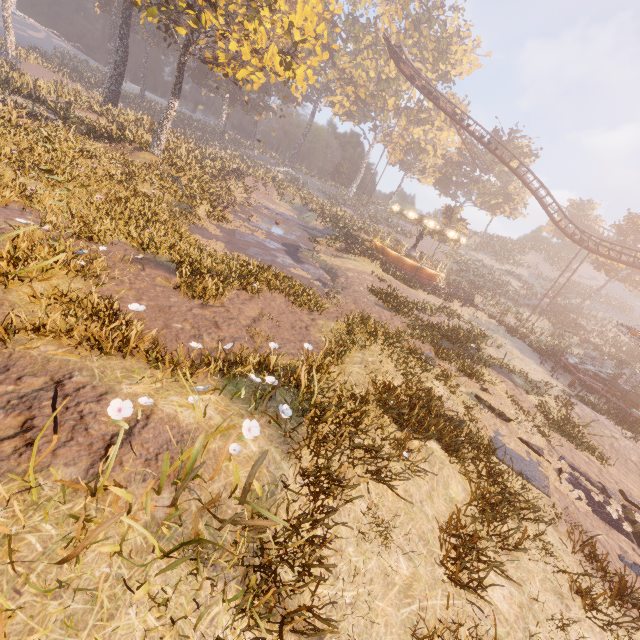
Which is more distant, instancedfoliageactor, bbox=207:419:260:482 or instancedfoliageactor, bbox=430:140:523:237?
instancedfoliageactor, bbox=430:140:523:237

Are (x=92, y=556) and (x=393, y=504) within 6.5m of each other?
yes

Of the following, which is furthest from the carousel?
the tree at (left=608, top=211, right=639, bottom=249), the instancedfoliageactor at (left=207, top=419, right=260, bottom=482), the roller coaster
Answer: the instancedfoliageactor at (left=207, top=419, right=260, bottom=482)

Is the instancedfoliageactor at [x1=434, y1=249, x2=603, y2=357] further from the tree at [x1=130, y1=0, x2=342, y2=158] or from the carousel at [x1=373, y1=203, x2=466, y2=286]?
the tree at [x1=130, y1=0, x2=342, y2=158]

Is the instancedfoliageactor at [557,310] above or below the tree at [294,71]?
below

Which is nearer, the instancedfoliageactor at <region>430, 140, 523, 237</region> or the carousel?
the carousel

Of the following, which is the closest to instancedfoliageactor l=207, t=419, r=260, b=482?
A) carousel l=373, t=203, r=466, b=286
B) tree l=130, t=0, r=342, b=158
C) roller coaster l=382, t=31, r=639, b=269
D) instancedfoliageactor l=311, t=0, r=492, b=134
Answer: tree l=130, t=0, r=342, b=158

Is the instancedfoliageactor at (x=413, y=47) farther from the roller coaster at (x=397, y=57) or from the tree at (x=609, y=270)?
the tree at (x=609, y=270)
